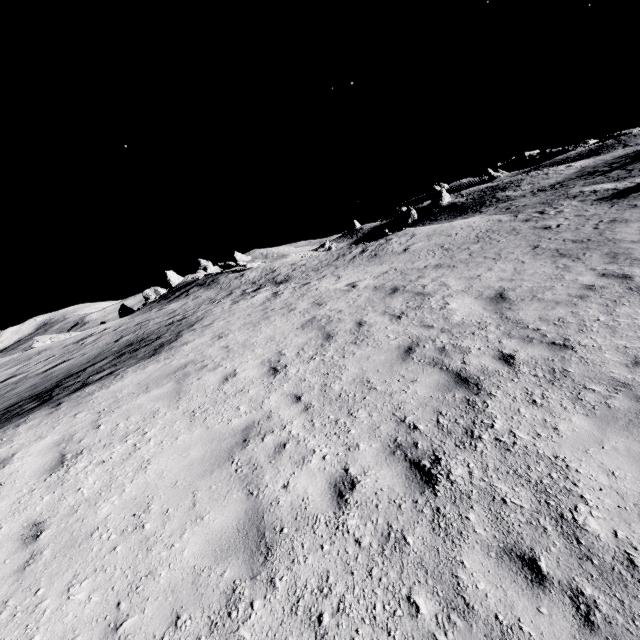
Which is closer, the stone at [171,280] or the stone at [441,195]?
the stone at [171,280]

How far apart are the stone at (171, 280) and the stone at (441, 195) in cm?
4781

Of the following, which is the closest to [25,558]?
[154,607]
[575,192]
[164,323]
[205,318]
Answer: [154,607]

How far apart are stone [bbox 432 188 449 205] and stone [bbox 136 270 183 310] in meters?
47.8

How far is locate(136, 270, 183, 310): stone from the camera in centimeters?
4305cm

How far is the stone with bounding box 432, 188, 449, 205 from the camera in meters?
58.5 m

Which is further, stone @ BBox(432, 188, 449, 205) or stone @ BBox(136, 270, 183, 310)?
stone @ BBox(432, 188, 449, 205)
